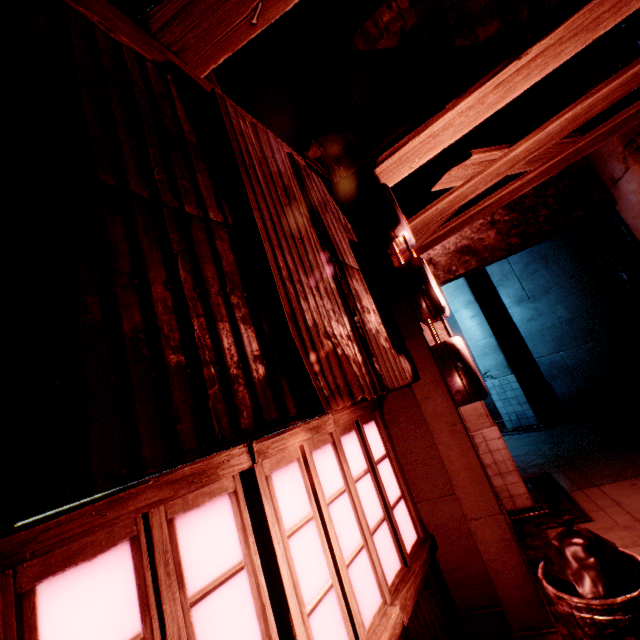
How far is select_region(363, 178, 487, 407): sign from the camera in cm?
337

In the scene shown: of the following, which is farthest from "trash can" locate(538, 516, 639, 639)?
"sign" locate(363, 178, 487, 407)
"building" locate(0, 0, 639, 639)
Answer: "sign" locate(363, 178, 487, 407)

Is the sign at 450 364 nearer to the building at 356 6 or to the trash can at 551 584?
the building at 356 6

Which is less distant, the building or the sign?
the building

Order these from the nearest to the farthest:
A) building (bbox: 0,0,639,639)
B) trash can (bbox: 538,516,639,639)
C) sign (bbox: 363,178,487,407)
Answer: building (bbox: 0,0,639,639) → trash can (bbox: 538,516,639,639) → sign (bbox: 363,178,487,407)

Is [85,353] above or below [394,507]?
above
